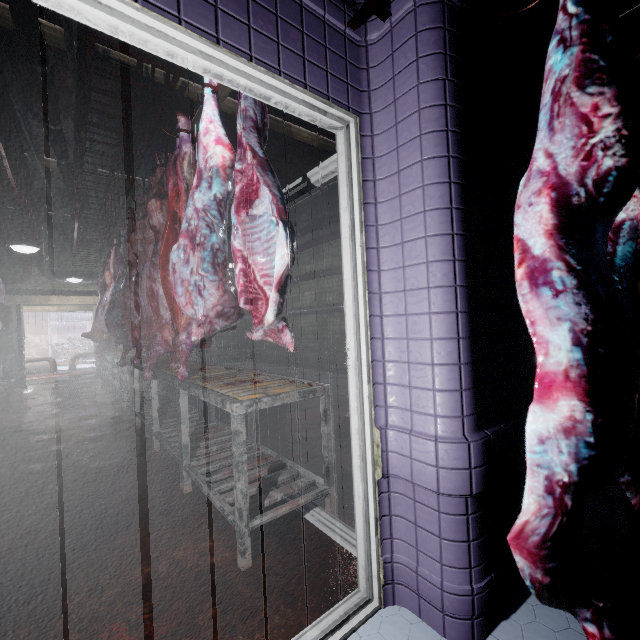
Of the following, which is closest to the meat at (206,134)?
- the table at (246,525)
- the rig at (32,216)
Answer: the table at (246,525)

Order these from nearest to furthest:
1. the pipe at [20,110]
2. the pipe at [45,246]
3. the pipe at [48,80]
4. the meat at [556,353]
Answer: the meat at [556,353]
the pipe at [48,80]
the pipe at [20,110]
the pipe at [45,246]

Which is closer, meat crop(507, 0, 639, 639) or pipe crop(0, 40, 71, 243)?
meat crop(507, 0, 639, 639)

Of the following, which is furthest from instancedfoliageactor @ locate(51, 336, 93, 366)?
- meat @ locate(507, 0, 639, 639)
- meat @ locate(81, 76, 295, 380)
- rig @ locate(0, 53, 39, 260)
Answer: meat @ locate(507, 0, 639, 639)

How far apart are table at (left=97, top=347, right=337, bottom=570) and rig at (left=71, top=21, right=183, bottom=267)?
2.2m

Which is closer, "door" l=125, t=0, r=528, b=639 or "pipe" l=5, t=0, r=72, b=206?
"door" l=125, t=0, r=528, b=639

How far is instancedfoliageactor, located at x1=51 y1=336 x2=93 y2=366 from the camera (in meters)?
14.66

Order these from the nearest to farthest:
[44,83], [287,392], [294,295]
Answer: [287,392], [44,83], [294,295]
